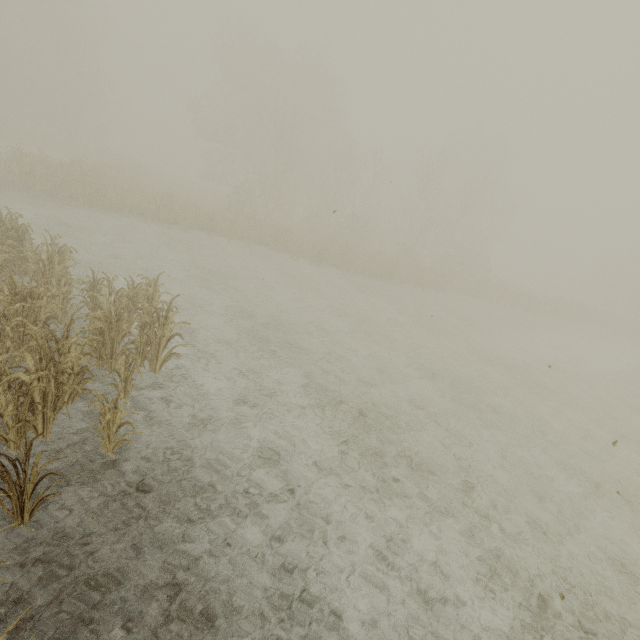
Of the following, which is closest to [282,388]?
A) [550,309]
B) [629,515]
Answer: [629,515]
